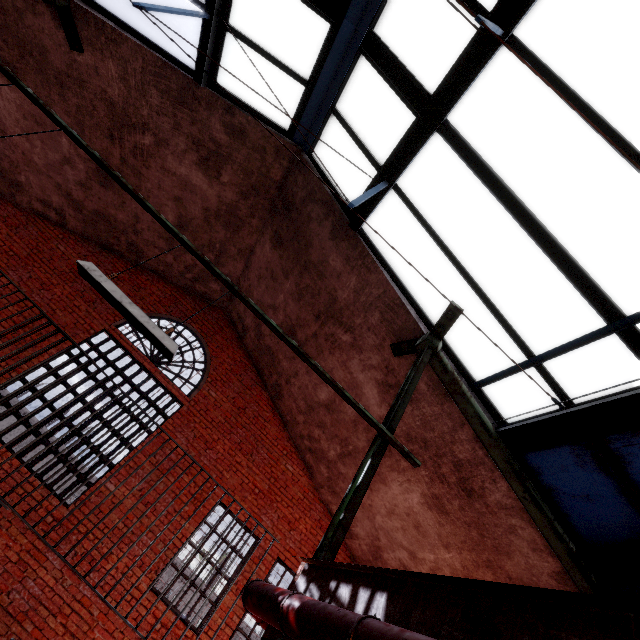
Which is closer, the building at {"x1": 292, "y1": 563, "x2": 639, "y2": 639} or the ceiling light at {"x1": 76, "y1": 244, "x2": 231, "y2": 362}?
the building at {"x1": 292, "y1": 563, "x2": 639, "y2": 639}

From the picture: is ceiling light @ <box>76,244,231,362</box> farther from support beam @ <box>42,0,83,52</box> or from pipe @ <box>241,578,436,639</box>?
pipe @ <box>241,578,436,639</box>

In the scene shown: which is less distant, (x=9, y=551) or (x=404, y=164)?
(x=404, y=164)

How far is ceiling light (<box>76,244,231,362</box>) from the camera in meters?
2.8 m

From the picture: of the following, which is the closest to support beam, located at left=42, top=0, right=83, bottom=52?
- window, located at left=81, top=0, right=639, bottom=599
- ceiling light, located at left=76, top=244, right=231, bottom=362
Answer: window, located at left=81, top=0, right=639, bottom=599

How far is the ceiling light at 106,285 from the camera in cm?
281

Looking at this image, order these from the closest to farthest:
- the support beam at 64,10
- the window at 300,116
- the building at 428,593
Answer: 1. the building at 428,593
2. the window at 300,116
3. the support beam at 64,10

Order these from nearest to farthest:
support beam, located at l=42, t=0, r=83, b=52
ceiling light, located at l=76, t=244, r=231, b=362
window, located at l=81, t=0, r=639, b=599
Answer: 1. ceiling light, located at l=76, t=244, r=231, b=362
2. window, located at l=81, t=0, r=639, b=599
3. support beam, located at l=42, t=0, r=83, b=52
